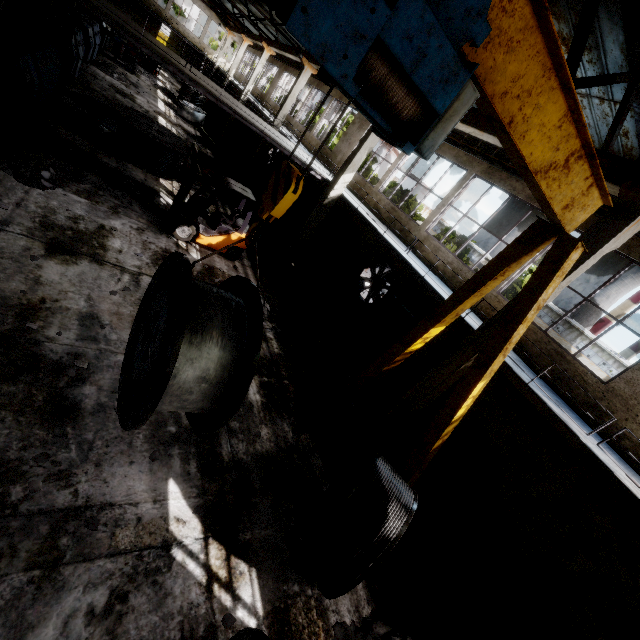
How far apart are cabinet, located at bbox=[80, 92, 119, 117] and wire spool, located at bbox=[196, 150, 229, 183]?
2.9m

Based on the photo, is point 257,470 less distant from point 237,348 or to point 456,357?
point 237,348

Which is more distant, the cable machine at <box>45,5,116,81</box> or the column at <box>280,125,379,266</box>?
the cable machine at <box>45,5,116,81</box>

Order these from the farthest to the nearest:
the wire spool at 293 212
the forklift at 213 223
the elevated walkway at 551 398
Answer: the wire spool at 293 212 < the forklift at 213 223 < the elevated walkway at 551 398

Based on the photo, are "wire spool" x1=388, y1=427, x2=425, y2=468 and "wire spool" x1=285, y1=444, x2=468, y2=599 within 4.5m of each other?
yes

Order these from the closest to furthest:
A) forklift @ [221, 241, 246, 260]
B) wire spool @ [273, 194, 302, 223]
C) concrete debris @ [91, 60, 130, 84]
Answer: forklift @ [221, 241, 246, 260], wire spool @ [273, 194, 302, 223], concrete debris @ [91, 60, 130, 84]

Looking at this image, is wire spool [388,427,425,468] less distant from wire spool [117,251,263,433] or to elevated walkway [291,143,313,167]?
elevated walkway [291,143,313,167]

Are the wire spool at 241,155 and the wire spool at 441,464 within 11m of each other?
no
